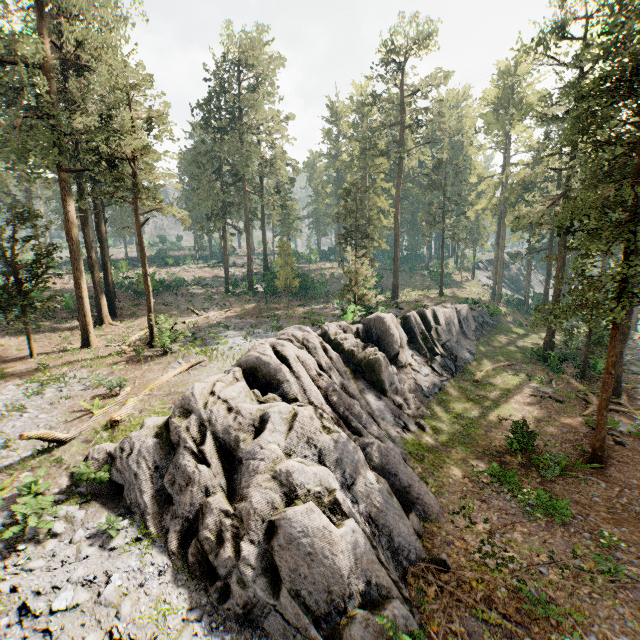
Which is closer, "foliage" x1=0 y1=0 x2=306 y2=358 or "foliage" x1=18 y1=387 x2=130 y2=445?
"foliage" x1=18 y1=387 x2=130 y2=445

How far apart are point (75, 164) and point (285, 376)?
26.58m

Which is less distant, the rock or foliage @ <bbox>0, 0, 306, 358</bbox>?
the rock

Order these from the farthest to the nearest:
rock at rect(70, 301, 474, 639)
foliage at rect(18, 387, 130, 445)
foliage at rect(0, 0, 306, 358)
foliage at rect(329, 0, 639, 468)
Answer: foliage at rect(0, 0, 306, 358)
foliage at rect(329, 0, 639, 468)
foliage at rect(18, 387, 130, 445)
rock at rect(70, 301, 474, 639)

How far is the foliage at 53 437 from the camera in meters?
10.3 m

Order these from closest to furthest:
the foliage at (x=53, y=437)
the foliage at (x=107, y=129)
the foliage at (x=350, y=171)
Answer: the foliage at (x=53, y=437) → the foliage at (x=350, y=171) → the foliage at (x=107, y=129)

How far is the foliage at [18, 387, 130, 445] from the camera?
10.34m

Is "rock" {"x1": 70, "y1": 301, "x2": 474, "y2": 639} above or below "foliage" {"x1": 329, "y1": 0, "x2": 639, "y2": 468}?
below
